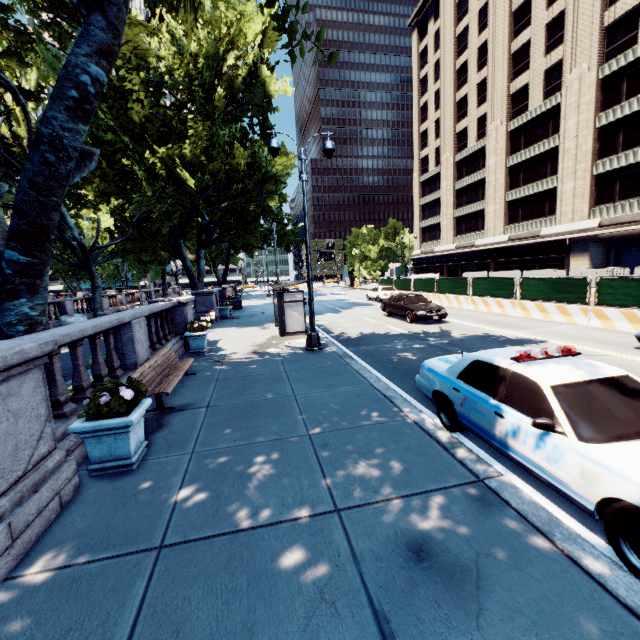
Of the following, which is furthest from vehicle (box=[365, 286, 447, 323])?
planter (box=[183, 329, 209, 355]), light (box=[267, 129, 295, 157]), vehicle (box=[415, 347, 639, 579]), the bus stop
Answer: planter (box=[183, 329, 209, 355])

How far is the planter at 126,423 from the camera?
4.43m

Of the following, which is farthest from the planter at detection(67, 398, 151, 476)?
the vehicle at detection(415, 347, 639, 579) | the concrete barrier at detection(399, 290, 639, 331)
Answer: the concrete barrier at detection(399, 290, 639, 331)

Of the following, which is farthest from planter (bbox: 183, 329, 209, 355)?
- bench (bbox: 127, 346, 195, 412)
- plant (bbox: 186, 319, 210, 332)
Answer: bench (bbox: 127, 346, 195, 412)

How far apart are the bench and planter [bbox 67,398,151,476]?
1.4 meters

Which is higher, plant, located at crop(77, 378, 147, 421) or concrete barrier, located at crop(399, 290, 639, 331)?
plant, located at crop(77, 378, 147, 421)

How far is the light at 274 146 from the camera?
10.5 meters

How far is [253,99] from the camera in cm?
2159
